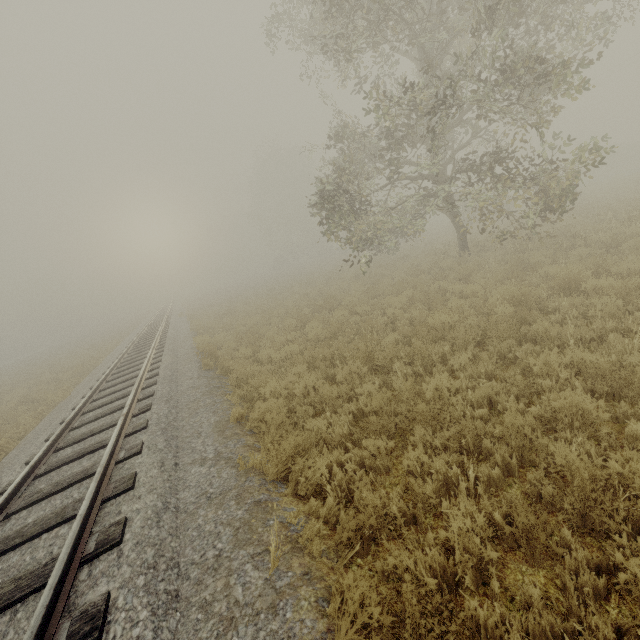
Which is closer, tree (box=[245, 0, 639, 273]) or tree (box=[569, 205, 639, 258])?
tree (box=[245, 0, 639, 273])

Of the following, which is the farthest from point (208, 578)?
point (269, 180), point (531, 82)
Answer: point (269, 180)

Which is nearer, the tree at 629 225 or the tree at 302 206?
the tree at 302 206

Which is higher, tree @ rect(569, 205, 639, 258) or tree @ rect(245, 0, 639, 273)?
tree @ rect(245, 0, 639, 273)

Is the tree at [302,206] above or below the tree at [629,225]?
above
